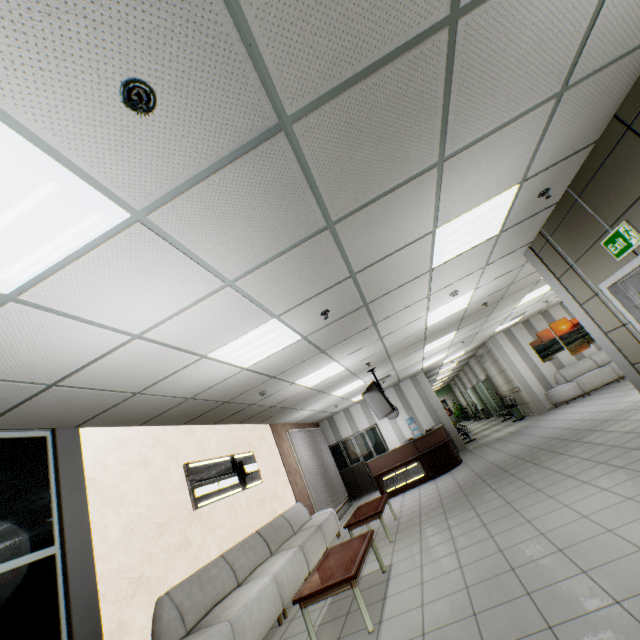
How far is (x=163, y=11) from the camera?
1.2 meters

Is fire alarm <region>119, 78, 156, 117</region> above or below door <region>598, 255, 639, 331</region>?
above

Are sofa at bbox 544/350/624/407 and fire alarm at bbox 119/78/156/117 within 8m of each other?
no

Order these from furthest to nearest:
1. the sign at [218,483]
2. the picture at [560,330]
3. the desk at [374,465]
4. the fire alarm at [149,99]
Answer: the picture at [560,330] < the desk at [374,465] < the sign at [218,483] < the fire alarm at [149,99]

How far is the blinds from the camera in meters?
9.8 m

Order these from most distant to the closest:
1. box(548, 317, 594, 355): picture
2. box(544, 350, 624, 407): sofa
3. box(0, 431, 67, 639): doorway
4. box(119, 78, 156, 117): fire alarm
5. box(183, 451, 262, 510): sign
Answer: box(548, 317, 594, 355): picture, box(544, 350, 624, 407): sofa, box(183, 451, 262, 510): sign, box(0, 431, 67, 639): doorway, box(119, 78, 156, 117): fire alarm

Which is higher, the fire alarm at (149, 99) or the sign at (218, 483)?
the fire alarm at (149, 99)

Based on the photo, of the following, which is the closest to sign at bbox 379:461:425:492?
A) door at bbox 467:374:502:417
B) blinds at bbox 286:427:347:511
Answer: blinds at bbox 286:427:347:511
